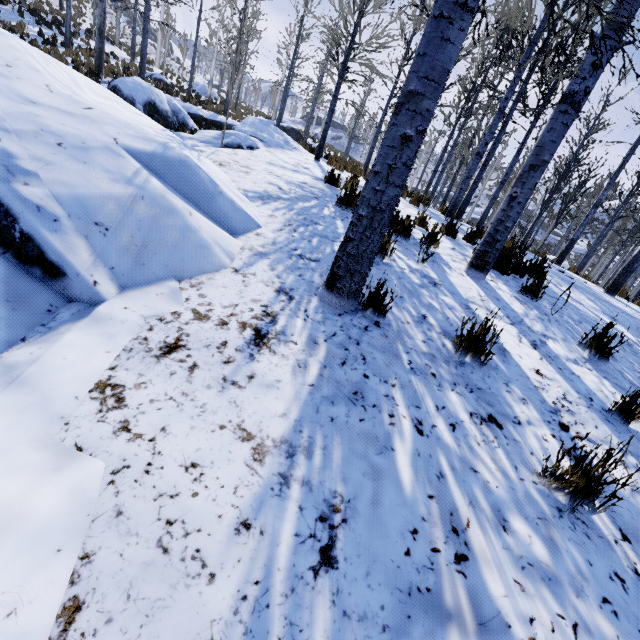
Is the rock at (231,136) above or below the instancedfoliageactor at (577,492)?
above

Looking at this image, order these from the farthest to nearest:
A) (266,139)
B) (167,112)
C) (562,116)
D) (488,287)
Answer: (167,112) < (266,139) < (488,287) < (562,116)

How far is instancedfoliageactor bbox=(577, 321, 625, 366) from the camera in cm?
332

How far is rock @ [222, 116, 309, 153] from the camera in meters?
8.7 m

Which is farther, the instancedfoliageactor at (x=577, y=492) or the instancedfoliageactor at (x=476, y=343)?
the instancedfoliageactor at (x=476, y=343)

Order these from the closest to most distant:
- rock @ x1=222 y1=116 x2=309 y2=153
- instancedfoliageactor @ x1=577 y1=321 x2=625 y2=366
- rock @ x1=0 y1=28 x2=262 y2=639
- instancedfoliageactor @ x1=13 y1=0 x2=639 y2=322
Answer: rock @ x1=0 y1=28 x2=262 y2=639 → instancedfoliageactor @ x1=13 y1=0 x2=639 y2=322 → instancedfoliageactor @ x1=577 y1=321 x2=625 y2=366 → rock @ x1=222 y1=116 x2=309 y2=153

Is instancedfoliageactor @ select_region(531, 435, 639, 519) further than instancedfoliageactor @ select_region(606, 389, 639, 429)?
No
